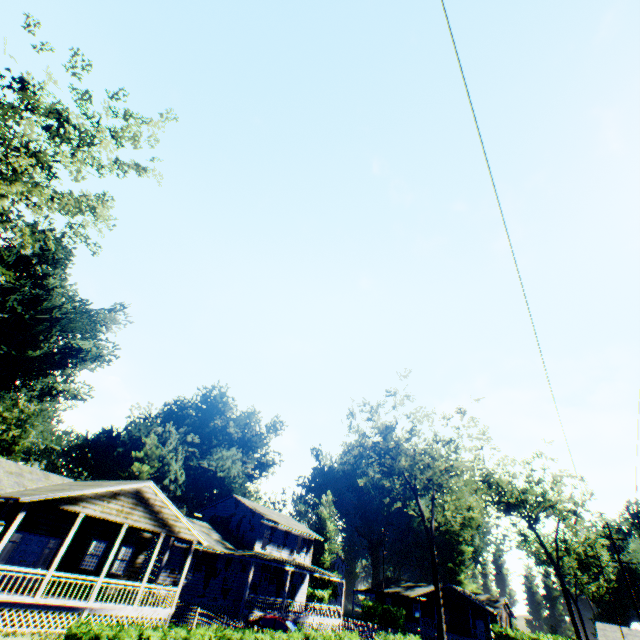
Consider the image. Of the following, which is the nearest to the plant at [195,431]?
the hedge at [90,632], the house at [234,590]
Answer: the house at [234,590]

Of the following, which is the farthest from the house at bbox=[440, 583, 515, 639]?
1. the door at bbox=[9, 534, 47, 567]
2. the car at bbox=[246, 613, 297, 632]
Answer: the door at bbox=[9, 534, 47, 567]

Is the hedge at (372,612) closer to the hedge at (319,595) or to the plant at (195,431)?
the hedge at (319,595)

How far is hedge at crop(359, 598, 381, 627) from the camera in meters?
46.4

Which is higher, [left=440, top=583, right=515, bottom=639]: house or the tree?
the tree

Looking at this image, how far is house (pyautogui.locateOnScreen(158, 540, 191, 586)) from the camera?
25.83m

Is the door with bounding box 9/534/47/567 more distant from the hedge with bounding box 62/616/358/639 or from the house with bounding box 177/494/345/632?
the hedge with bounding box 62/616/358/639

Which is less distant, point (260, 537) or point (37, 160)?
point (37, 160)
